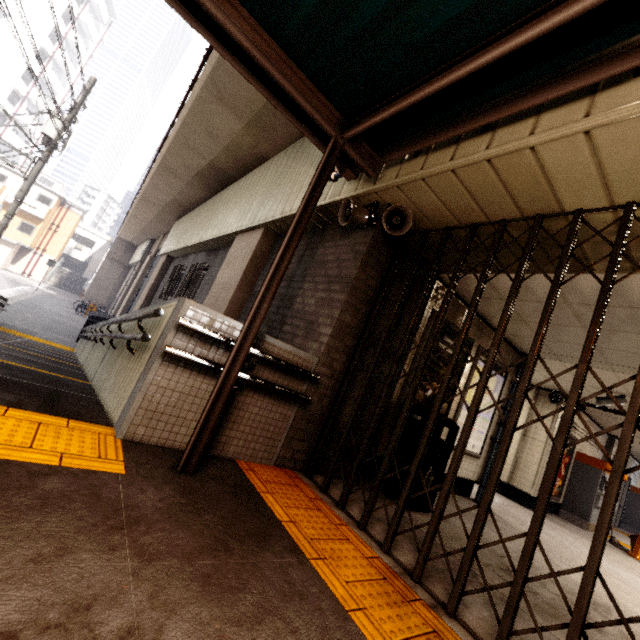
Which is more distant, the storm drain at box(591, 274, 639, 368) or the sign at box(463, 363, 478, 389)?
the sign at box(463, 363, 478, 389)

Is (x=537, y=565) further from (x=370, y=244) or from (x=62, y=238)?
(x=62, y=238)

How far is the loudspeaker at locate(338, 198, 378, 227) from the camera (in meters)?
3.37

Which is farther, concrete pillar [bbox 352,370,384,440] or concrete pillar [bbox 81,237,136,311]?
concrete pillar [bbox 81,237,136,311]

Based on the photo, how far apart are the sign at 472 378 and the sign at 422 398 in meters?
0.2 m

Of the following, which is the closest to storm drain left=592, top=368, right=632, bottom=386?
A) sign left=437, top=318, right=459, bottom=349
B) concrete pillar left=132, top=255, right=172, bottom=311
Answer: sign left=437, top=318, right=459, bottom=349

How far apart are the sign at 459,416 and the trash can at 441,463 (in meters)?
0.99
